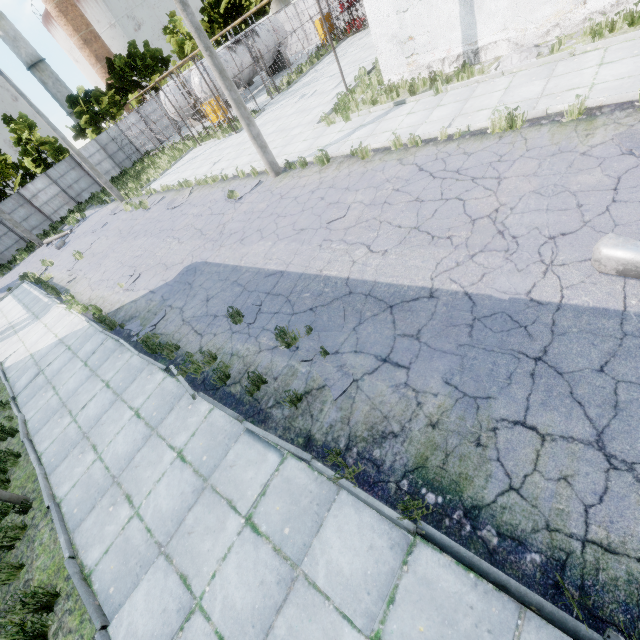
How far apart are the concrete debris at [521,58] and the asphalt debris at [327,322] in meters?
9.3 m

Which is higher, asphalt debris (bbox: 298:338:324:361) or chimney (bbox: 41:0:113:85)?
chimney (bbox: 41:0:113:85)

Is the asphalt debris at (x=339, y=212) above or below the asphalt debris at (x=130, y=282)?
below

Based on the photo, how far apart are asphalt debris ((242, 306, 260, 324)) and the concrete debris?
9.9m

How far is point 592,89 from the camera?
7.2m

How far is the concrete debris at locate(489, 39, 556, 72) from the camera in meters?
9.4

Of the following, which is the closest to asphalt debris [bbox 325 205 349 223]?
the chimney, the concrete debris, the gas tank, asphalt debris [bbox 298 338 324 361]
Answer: asphalt debris [bbox 298 338 324 361]
